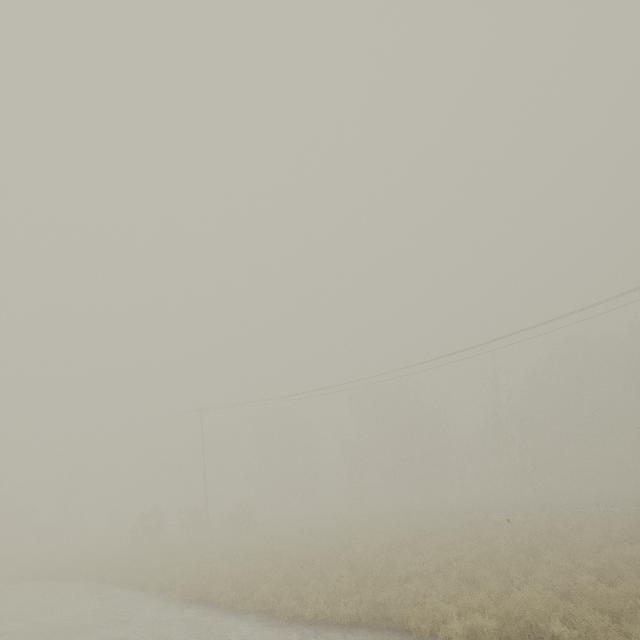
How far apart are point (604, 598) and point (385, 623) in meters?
5.5
